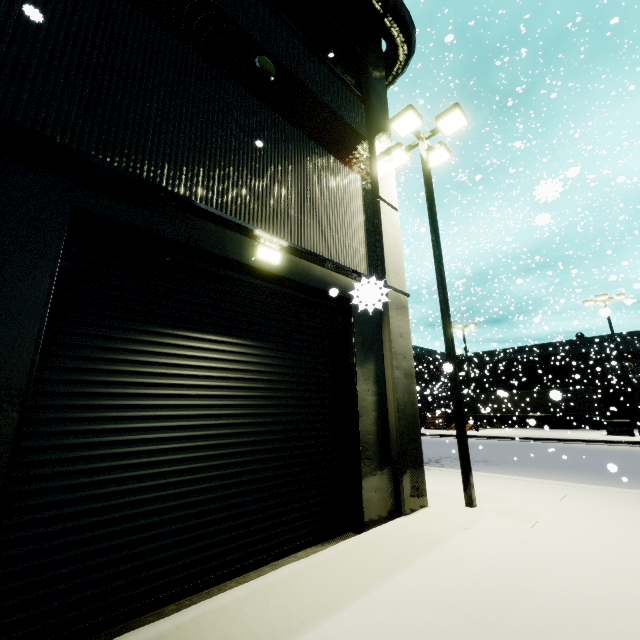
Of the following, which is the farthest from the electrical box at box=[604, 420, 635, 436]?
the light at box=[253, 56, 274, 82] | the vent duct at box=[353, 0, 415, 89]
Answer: the light at box=[253, 56, 274, 82]

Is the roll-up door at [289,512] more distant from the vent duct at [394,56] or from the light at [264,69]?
the light at [264,69]

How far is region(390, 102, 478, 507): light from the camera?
7.1 meters

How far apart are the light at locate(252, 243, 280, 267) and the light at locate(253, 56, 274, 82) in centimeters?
374cm

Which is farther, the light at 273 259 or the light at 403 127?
the light at 403 127

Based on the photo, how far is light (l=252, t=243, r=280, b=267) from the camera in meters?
5.3 m

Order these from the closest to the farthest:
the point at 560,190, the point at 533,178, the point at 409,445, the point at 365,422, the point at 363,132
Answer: the point at 560,190 → the point at 365,422 → the point at 409,445 → the point at 363,132 → the point at 533,178

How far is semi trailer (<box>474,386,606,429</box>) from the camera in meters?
28.4 m
